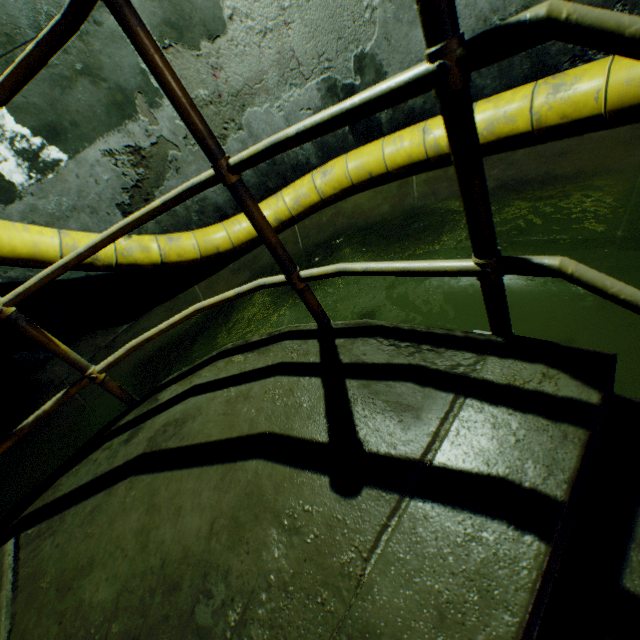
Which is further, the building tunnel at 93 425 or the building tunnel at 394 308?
the building tunnel at 93 425

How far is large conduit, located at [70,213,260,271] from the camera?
3.53m

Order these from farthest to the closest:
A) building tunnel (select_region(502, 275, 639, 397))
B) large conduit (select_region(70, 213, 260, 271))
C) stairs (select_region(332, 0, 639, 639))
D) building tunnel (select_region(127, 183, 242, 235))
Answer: building tunnel (select_region(127, 183, 242, 235))
large conduit (select_region(70, 213, 260, 271))
building tunnel (select_region(502, 275, 639, 397))
stairs (select_region(332, 0, 639, 639))

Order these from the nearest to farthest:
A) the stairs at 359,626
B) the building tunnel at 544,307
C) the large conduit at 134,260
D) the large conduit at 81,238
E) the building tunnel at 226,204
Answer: the stairs at 359,626 → the building tunnel at 544,307 → the large conduit at 81,238 → the large conduit at 134,260 → the building tunnel at 226,204

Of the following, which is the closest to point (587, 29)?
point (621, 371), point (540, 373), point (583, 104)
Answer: point (540, 373)

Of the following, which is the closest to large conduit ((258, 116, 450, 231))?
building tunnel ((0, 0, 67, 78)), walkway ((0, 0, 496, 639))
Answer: building tunnel ((0, 0, 67, 78))

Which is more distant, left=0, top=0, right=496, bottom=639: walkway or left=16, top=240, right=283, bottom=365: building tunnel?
left=16, top=240, right=283, bottom=365: building tunnel
